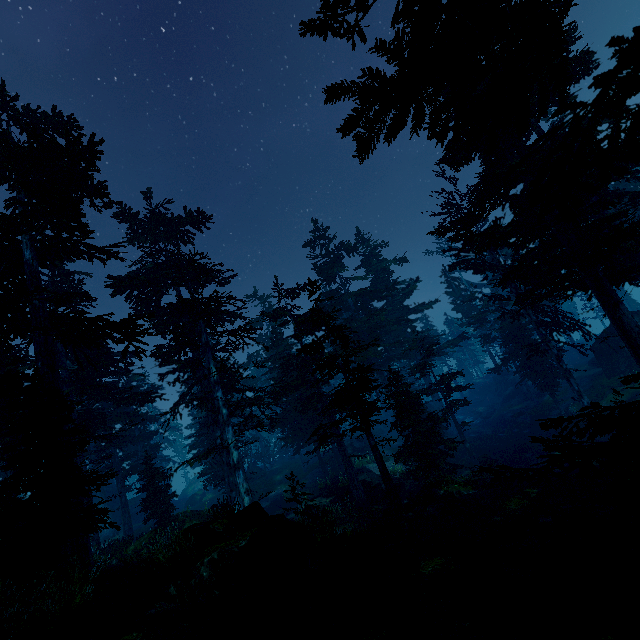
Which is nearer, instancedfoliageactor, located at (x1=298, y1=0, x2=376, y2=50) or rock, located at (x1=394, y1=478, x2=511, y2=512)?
instancedfoliageactor, located at (x1=298, y1=0, x2=376, y2=50)

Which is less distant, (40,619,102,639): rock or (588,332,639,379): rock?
(40,619,102,639): rock

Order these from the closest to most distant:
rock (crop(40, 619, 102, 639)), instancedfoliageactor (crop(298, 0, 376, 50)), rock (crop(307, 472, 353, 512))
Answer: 1. instancedfoliageactor (crop(298, 0, 376, 50))
2. rock (crop(40, 619, 102, 639))
3. rock (crop(307, 472, 353, 512))

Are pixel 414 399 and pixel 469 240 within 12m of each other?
yes

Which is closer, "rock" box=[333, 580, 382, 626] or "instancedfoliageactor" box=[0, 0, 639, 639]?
"instancedfoliageactor" box=[0, 0, 639, 639]

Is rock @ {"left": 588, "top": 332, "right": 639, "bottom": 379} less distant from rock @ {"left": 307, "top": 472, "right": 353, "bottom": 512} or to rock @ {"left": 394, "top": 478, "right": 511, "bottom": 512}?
rock @ {"left": 394, "top": 478, "right": 511, "bottom": 512}

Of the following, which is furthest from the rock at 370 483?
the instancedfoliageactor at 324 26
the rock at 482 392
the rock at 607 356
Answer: the rock at 482 392

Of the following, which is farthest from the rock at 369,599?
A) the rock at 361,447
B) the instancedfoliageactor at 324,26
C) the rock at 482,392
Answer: the rock at 482,392
